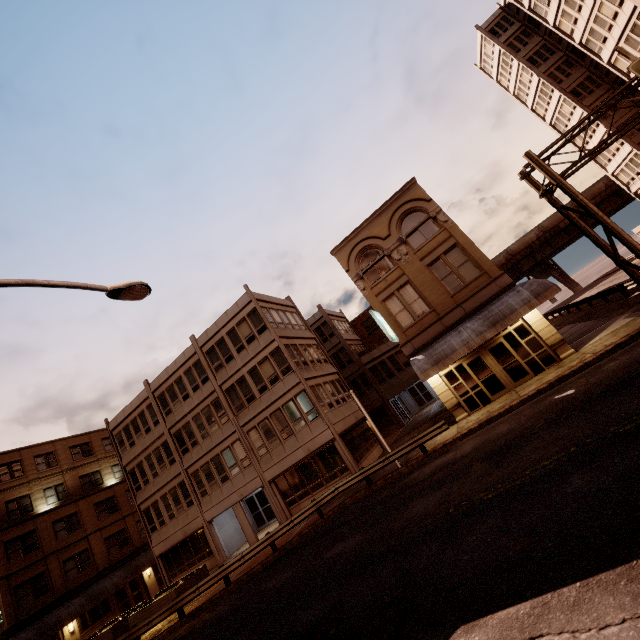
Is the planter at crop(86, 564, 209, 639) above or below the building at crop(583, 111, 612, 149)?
below

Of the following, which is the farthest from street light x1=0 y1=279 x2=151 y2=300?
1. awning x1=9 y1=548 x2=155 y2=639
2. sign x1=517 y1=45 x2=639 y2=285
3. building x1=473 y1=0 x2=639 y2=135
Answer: building x1=473 y1=0 x2=639 y2=135

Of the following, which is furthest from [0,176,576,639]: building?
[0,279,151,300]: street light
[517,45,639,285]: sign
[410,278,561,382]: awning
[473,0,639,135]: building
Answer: [473,0,639,135]: building

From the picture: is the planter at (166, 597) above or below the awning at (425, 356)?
below

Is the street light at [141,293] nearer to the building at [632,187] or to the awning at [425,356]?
the awning at [425,356]

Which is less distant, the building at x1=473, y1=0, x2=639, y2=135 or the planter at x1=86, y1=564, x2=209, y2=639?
the planter at x1=86, y1=564, x2=209, y2=639

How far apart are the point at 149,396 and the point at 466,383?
26.5m

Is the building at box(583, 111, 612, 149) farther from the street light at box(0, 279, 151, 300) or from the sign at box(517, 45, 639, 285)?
the street light at box(0, 279, 151, 300)
